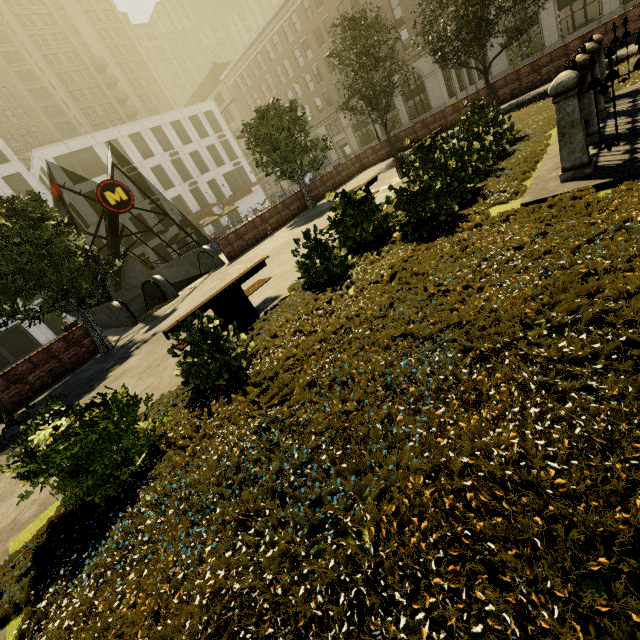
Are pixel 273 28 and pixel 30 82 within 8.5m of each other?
no

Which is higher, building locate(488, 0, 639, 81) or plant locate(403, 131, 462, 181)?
building locate(488, 0, 639, 81)

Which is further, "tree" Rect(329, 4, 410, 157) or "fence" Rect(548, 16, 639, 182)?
"tree" Rect(329, 4, 410, 157)

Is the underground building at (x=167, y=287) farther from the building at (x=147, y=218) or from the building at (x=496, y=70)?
the building at (x=496, y=70)

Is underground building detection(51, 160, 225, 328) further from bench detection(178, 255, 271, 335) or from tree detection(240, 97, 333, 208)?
bench detection(178, 255, 271, 335)

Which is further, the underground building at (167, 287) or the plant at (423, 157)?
the underground building at (167, 287)

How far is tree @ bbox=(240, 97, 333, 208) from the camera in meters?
16.8 m

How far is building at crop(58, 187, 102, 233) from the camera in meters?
34.6 m
